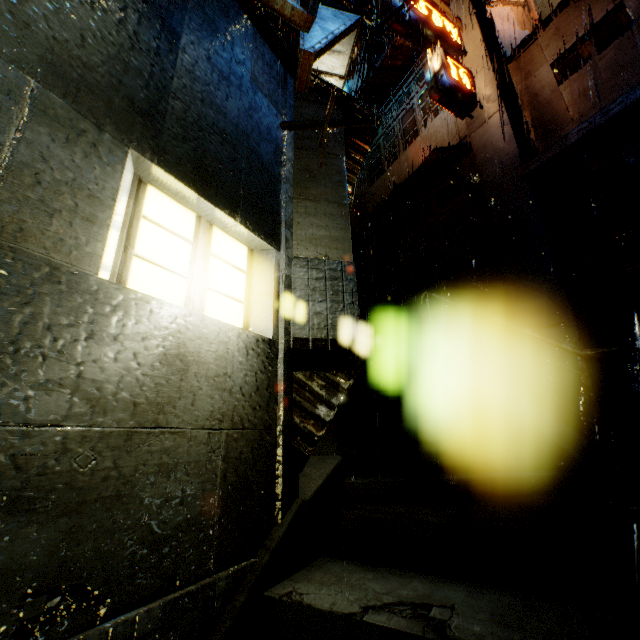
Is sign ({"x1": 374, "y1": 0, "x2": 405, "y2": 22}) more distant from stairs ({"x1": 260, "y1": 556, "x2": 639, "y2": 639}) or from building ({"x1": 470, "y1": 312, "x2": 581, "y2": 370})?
stairs ({"x1": 260, "y1": 556, "x2": 639, "y2": 639})

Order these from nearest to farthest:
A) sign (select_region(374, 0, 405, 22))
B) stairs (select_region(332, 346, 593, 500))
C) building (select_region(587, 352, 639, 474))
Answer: stairs (select_region(332, 346, 593, 500)), building (select_region(587, 352, 639, 474)), sign (select_region(374, 0, 405, 22))

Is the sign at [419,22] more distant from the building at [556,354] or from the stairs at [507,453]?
the stairs at [507,453]

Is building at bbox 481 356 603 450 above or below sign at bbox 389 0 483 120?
→ below

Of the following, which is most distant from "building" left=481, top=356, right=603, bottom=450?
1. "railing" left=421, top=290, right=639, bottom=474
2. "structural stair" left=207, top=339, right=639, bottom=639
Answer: "railing" left=421, top=290, right=639, bottom=474

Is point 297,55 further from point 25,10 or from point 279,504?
point 279,504

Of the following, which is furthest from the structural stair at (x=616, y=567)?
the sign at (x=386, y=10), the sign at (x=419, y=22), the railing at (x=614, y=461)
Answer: the sign at (x=386, y=10)

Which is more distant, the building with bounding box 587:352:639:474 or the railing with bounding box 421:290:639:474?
the building with bounding box 587:352:639:474
